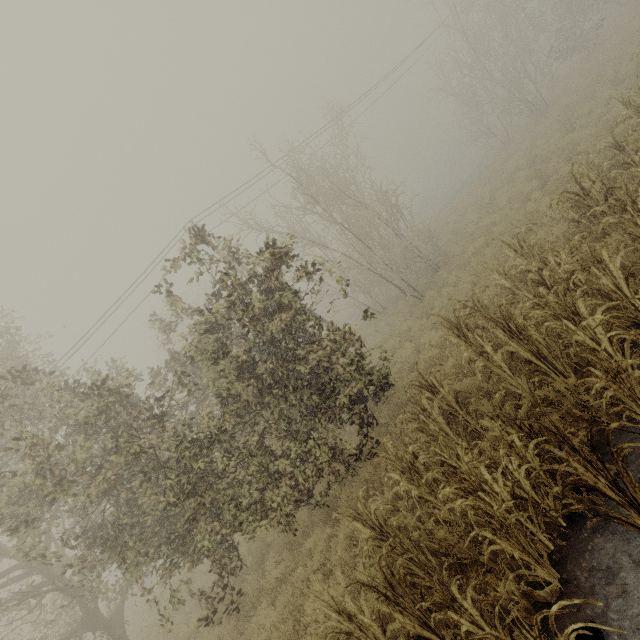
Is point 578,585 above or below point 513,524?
below
